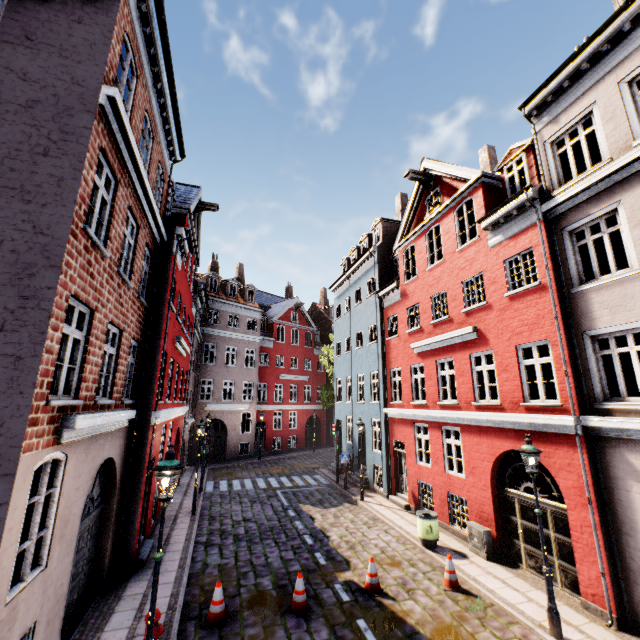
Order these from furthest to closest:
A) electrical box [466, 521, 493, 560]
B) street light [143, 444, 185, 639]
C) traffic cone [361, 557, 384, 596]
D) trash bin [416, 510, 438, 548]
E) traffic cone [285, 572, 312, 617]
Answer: trash bin [416, 510, 438, 548], electrical box [466, 521, 493, 560], traffic cone [361, 557, 384, 596], traffic cone [285, 572, 312, 617], street light [143, 444, 185, 639]

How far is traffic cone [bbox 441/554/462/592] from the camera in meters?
8.5

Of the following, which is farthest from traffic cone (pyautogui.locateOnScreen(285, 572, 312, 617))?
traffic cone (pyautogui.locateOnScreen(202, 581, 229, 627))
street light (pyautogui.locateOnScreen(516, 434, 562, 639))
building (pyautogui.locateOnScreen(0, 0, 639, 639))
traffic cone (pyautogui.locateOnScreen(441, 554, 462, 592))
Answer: street light (pyautogui.locateOnScreen(516, 434, 562, 639))

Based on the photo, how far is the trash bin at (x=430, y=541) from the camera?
10.7m

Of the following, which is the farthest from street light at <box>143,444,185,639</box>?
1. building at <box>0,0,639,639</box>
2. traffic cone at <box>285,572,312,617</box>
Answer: traffic cone at <box>285,572,312,617</box>

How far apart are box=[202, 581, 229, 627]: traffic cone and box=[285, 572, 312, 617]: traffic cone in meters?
1.3 m

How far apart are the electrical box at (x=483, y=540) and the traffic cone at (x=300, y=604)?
5.8m

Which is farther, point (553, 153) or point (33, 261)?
point (553, 153)
